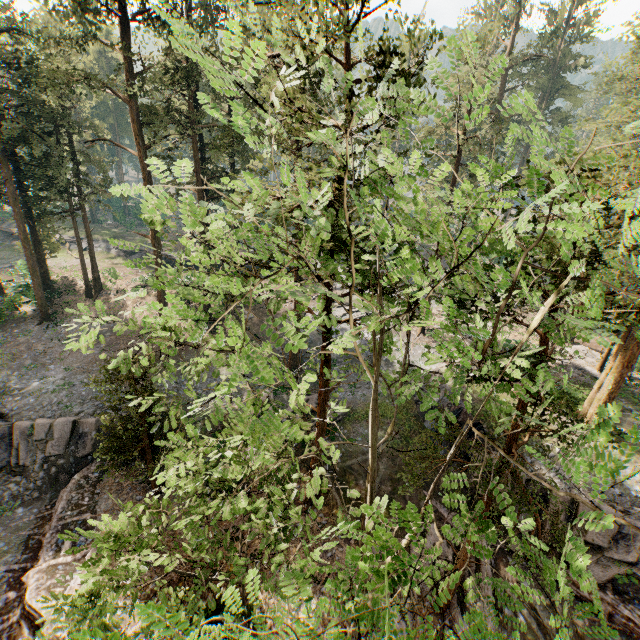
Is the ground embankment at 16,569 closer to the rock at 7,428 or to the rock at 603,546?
the rock at 7,428

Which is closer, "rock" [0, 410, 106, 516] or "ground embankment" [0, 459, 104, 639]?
"ground embankment" [0, 459, 104, 639]

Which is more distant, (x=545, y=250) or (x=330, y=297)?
(x=330, y=297)

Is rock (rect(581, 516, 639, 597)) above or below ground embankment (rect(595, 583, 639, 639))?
above

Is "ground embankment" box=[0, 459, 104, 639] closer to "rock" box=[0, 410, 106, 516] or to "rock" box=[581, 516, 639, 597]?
"rock" box=[0, 410, 106, 516]

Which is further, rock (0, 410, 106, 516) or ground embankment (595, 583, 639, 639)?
rock (0, 410, 106, 516)

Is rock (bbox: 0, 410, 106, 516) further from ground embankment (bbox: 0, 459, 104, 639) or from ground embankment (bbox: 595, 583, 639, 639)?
ground embankment (bbox: 595, 583, 639, 639)

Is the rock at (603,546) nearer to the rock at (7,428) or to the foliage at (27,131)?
the foliage at (27,131)
